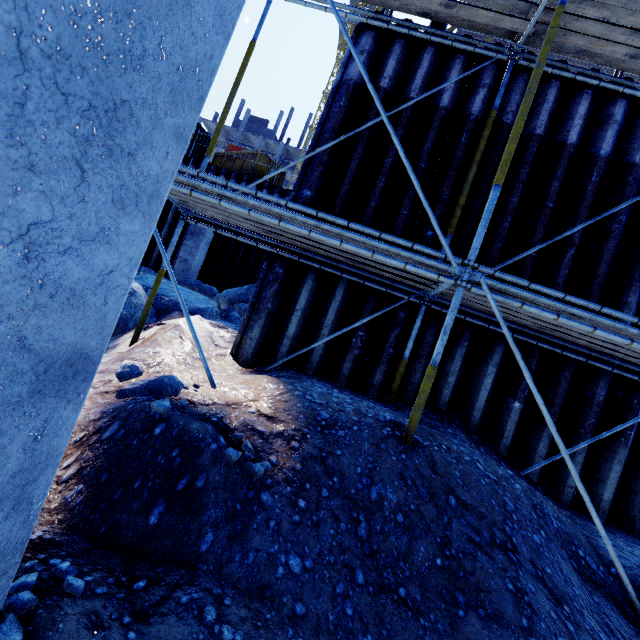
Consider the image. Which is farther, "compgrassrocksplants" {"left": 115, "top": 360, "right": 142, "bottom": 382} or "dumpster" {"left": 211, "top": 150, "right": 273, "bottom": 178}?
"dumpster" {"left": 211, "top": 150, "right": 273, "bottom": 178}

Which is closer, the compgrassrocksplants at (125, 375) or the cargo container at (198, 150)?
the compgrassrocksplants at (125, 375)

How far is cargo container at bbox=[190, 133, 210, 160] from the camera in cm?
1653

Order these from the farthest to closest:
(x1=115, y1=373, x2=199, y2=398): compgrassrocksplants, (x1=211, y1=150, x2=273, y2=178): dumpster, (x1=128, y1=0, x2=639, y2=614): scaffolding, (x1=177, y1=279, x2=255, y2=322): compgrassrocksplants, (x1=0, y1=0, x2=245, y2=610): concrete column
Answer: (x1=211, y1=150, x2=273, y2=178): dumpster < (x1=177, y1=279, x2=255, y2=322): compgrassrocksplants < (x1=128, y1=0, x2=639, y2=614): scaffolding < (x1=115, y1=373, x2=199, y2=398): compgrassrocksplants < (x1=0, y1=0, x2=245, y2=610): concrete column

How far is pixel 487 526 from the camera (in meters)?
2.69

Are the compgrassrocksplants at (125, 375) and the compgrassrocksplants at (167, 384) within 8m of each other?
yes

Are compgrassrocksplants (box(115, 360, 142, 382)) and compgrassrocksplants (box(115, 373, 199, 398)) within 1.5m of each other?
yes

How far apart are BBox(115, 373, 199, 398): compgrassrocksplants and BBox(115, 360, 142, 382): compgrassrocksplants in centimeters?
27cm
